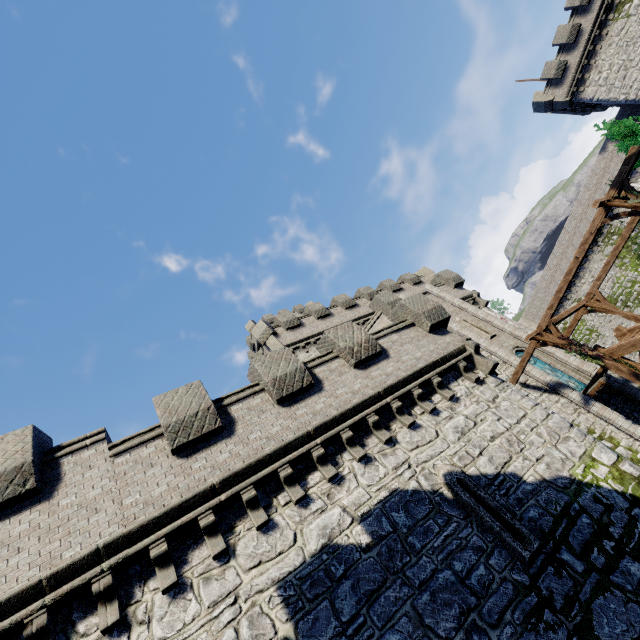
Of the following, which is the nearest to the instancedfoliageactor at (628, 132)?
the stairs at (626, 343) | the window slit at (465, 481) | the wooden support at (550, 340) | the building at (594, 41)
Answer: the stairs at (626, 343)

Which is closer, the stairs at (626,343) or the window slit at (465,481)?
the window slit at (465,481)

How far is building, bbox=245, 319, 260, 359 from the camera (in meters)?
43.75

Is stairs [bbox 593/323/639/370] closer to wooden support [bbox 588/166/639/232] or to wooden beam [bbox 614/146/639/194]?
wooden beam [bbox 614/146/639/194]

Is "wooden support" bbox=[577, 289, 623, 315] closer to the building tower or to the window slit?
the building tower

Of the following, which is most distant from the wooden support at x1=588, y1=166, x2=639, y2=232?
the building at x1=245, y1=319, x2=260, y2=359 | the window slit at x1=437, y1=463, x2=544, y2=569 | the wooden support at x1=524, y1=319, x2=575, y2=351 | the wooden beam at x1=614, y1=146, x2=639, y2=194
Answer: the building at x1=245, y1=319, x2=260, y2=359

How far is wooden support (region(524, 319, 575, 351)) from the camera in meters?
14.6

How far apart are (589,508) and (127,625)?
10.49m
